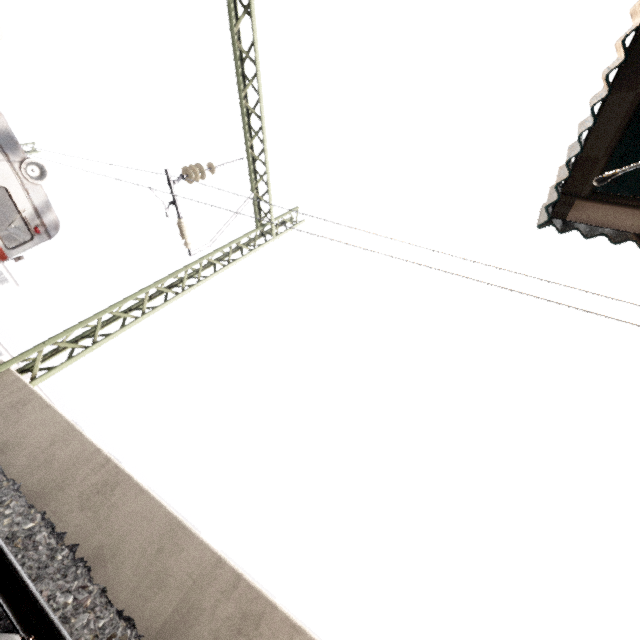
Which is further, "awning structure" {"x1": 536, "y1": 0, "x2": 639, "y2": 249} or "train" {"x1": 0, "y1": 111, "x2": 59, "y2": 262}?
"train" {"x1": 0, "y1": 111, "x2": 59, "y2": 262}

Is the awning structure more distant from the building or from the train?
the building

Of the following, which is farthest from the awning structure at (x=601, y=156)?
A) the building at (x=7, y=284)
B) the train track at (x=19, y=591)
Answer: the building at (x=7, y=284)

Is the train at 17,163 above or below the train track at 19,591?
above

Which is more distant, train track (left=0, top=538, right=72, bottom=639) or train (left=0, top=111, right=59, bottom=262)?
train (left=0, top=111, right=59, bottom=262)

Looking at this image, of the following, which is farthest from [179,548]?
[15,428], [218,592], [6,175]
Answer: [6,175]

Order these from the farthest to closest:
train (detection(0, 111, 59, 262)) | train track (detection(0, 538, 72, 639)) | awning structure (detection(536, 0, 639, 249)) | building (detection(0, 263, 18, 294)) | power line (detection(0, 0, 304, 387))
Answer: building (detection(0, 263, 18, 294))
train (detection(0, 111, 59, 262))
power line (detection(0, 0, 304, 387))
awning structure (detection(536, 0, 639, 249))
train track (detection(0, 538, 72, 639))

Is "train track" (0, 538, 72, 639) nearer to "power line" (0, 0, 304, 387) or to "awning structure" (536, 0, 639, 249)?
"power line" (0, 0, 304, 387)
